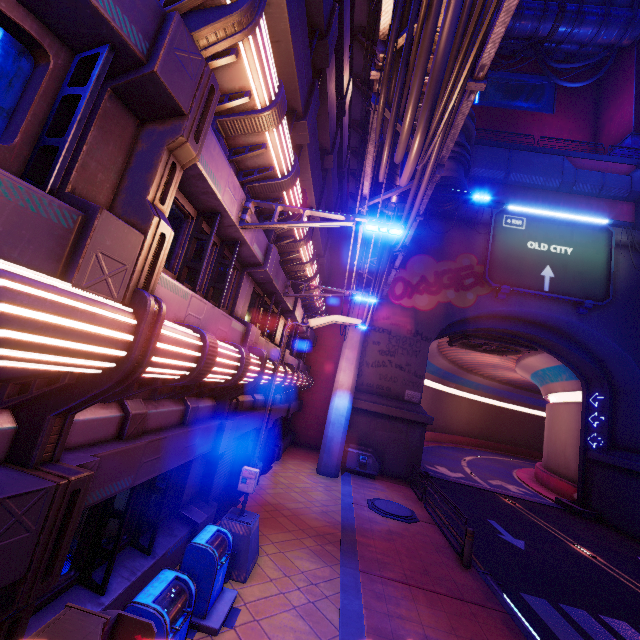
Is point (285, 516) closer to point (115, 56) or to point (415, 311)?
point (115, 56)

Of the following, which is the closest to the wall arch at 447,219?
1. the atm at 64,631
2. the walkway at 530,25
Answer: the atm at 64,631

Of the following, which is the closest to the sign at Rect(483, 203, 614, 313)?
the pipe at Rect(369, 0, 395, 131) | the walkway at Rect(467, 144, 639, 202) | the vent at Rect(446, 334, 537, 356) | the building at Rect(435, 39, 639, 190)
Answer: the building at Rect(435, 39, 639, 190)

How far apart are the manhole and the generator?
3.09m

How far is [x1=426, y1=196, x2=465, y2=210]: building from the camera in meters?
19.7 m

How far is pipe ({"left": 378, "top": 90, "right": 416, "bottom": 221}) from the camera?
8.48m

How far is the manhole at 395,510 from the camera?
12.39m

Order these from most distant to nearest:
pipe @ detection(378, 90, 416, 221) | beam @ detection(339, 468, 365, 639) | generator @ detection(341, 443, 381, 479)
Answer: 1. generator @ detection(341, 443, 381, 479)
2. pipe @ detection(378, 90, 416, 221)
3. beam @ detection(339, 468, 365, 639)
